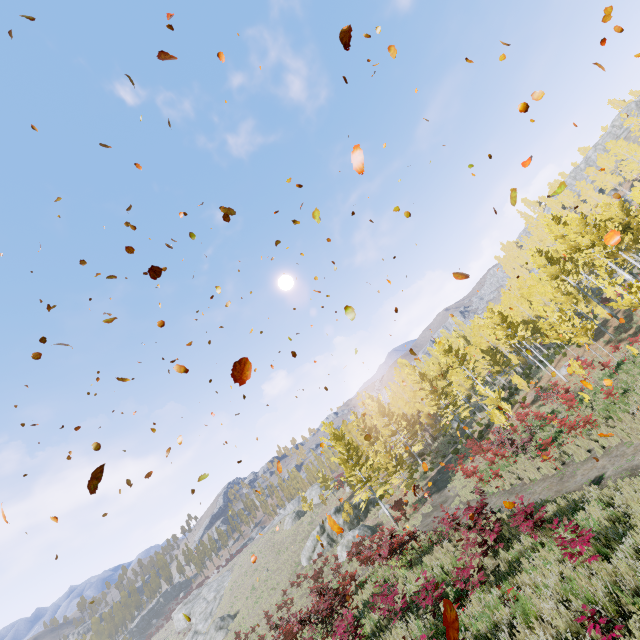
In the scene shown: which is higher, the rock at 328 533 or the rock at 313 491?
the rock at 313 491

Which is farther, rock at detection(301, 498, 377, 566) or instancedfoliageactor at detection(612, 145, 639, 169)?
instancedfoliageactor at detection(612, 145, 639, 169)

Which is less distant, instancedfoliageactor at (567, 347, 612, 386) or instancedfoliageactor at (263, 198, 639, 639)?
instancedfoliageactor at (263, 198, 639, 639)

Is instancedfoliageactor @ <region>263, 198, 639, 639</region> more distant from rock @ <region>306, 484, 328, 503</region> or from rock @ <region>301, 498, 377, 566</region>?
rock @ <region>306, 484, 328, 503</region>

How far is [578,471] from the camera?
13.4 meters

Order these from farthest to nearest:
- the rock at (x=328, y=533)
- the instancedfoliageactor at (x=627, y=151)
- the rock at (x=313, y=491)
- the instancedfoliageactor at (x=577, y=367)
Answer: the instancedfoliageactor at (x=627, y=151) < the rock at (x=313, y=491) < the rock at (x=328, y=533) < the instancedfoliageactor at (x=577, y=367)

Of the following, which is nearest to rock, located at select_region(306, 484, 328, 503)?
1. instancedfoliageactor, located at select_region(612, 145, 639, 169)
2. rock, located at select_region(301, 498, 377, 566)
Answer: instancedfoliageactor, located at select_region(612, 145, 639, 169)
